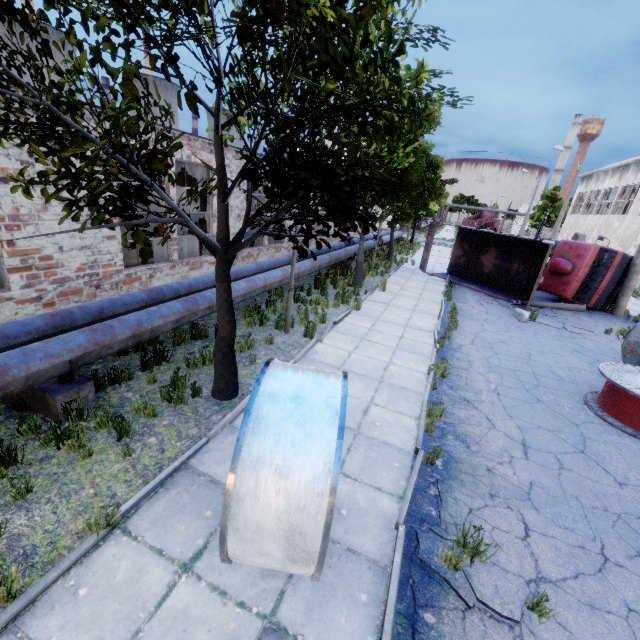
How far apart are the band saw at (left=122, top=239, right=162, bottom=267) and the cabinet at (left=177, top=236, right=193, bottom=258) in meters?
0.8 m

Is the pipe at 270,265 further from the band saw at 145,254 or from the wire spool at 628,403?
the wire spool at 628,403

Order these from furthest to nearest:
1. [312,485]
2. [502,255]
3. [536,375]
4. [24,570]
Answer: [502,255], [536,375], [24,570], [312,485]

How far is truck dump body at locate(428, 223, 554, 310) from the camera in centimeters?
1572cm

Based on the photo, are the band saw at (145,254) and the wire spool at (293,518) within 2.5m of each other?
no

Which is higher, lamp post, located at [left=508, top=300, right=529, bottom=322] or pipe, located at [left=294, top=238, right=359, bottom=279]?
pipe, located at [left=294, top=238, right=359, bottom=279]

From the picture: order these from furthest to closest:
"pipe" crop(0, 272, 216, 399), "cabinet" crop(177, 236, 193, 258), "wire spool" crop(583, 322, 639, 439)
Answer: "cabinet" crop(177, 236, 193, 258) → "wire spool" crop(583, 322, 639, 439) → "pipe" crop(0, 272, 216, 399)

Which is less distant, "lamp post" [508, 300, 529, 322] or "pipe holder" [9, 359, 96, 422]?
"pipe holder" [9, 359, 96, 422]
